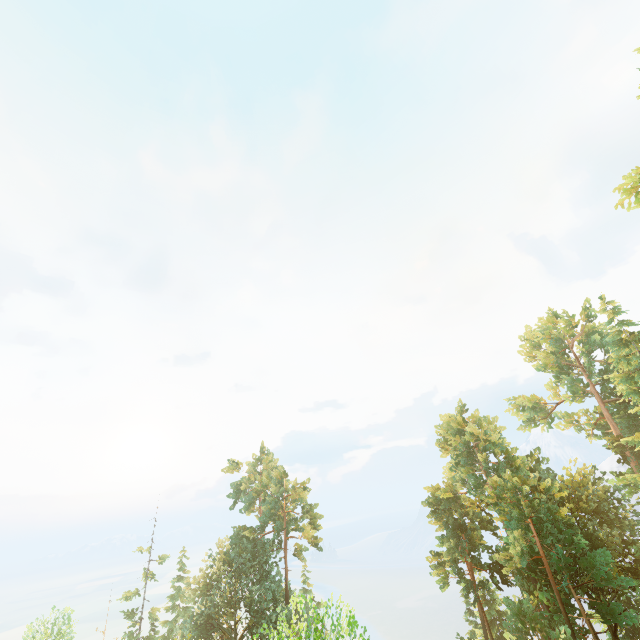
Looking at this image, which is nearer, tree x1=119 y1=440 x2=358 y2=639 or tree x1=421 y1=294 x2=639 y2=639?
tree x1=119 y1=440 x2=358 y2=639

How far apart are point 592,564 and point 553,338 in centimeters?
2696cm

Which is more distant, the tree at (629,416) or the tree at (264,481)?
the tree at (629,416)
